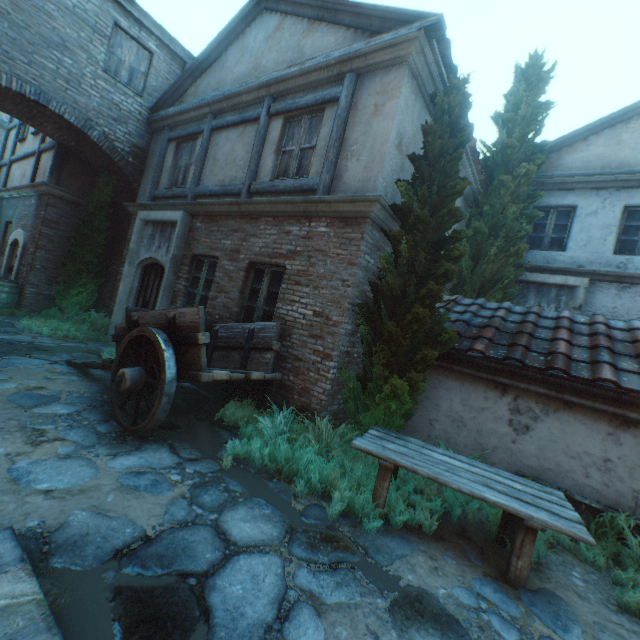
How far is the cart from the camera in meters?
3.9

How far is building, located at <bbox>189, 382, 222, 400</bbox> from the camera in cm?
636

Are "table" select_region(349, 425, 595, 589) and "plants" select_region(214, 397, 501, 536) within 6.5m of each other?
yes

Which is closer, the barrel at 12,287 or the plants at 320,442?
the plants at 320,442

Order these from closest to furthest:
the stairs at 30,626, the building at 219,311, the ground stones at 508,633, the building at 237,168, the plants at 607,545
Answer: the stairs at 30,626 → the ground stones at 508,633 → the plants at 607,545 → the building at 219,311 → the building at 237,168

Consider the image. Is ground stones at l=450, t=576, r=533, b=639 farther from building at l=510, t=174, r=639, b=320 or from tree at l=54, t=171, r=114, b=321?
building at l=510, t=174, r=639, b=320

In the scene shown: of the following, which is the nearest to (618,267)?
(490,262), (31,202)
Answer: (490,262)

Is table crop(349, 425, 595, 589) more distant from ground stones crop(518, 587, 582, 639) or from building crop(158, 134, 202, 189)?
building crop(158, 134, 202, 189)
